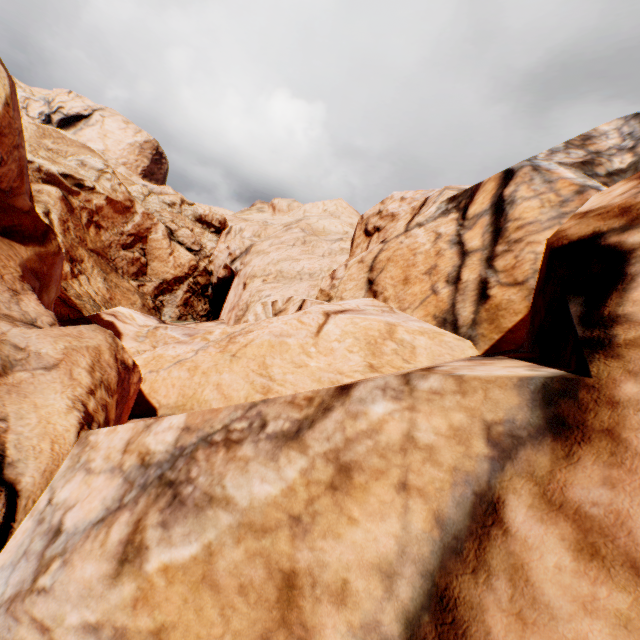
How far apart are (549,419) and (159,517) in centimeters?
380cm
